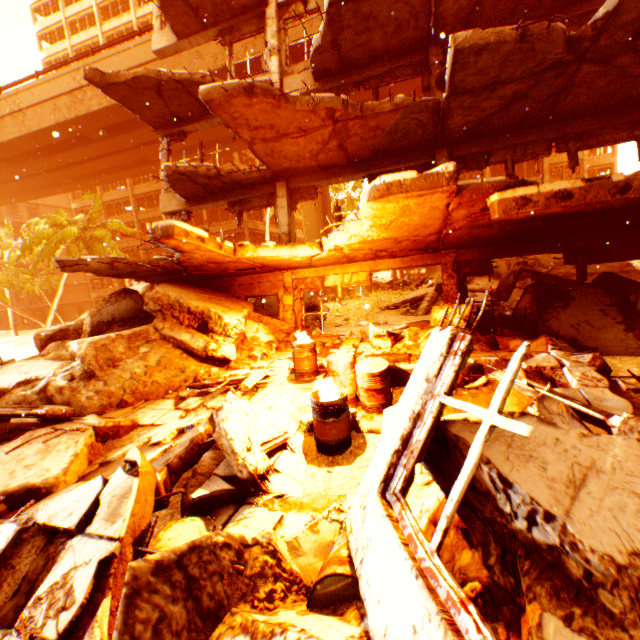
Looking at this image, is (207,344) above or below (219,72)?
below

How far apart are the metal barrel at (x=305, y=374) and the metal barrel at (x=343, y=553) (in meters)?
4.20

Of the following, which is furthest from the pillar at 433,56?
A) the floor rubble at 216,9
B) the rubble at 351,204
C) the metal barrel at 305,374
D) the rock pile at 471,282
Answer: the rubble at 351,204

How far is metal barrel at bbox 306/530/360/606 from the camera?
2.16m

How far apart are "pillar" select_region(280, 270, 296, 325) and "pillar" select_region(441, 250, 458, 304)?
4.6m

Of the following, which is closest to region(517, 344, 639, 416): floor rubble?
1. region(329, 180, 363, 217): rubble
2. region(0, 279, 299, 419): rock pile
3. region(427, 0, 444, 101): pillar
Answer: region(427, 0, 444, 101): pillar

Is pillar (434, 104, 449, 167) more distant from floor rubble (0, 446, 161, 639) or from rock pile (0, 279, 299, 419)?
floor rubble (0, 446, 161, 639)
